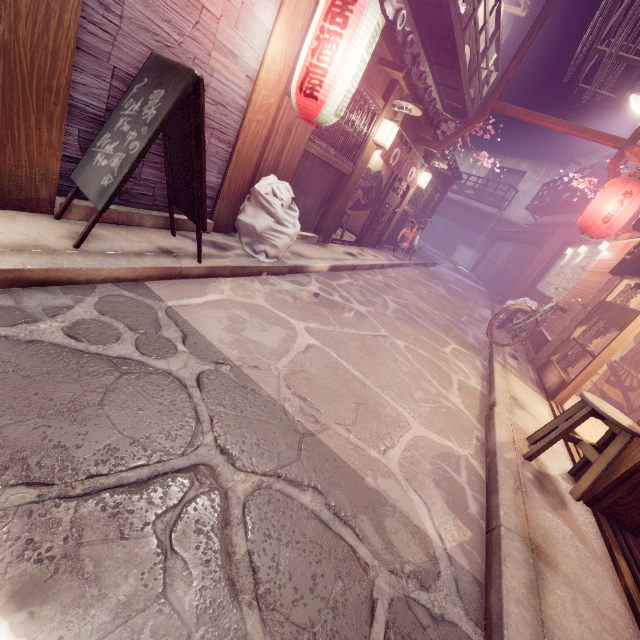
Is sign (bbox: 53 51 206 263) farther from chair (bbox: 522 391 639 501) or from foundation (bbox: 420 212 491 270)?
chair (bbox: 522 391 639 501)

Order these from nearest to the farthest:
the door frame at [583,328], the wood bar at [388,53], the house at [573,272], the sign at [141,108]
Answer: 1. the sign at [141,108]
2. the wood bar at [388,53]
3. the door frame at [583,328]
4. the house at [573,272]

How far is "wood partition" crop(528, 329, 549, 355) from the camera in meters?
12.0

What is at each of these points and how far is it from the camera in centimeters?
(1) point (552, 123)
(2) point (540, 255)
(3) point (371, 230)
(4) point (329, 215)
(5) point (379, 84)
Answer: (1) wire stand, 1242cm
(2) wood pole, 2238cm
(3) door, 1716cm
(4) wood pole, 1235cm
(5) wood panel, 1029cm

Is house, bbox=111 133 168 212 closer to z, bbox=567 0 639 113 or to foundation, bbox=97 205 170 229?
foundation, bbox=97 205 170 229

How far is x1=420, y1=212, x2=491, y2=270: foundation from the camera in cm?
4397

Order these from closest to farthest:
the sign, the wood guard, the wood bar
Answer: the sign < the wood bar < the wood guard

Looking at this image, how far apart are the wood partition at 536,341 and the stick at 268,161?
11.22m
